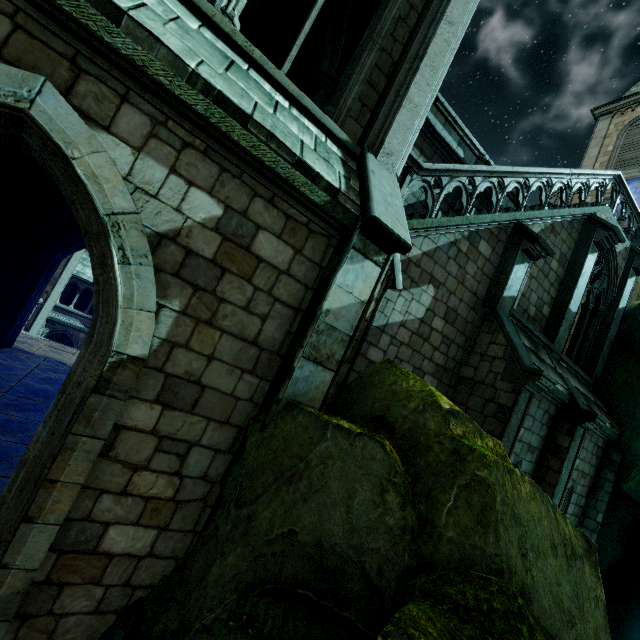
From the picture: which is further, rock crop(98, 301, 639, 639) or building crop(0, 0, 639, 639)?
building crop(0, 0, 639, 639)

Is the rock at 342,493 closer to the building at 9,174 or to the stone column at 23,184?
the building at 9,174

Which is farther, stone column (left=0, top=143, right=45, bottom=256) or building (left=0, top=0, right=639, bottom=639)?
stone column (left=0, top=143, right=45, bottom=256)

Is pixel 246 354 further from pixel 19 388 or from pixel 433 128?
pixel 433 128

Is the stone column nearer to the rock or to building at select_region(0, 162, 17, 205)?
building at select_region(0, 162, 17, 205)

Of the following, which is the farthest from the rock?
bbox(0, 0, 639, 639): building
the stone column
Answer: the stone column
